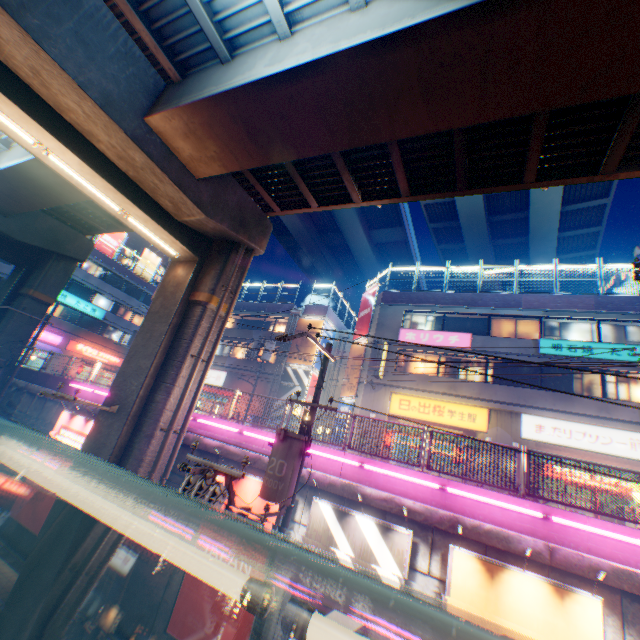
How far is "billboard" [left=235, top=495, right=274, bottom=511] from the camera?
9.4m

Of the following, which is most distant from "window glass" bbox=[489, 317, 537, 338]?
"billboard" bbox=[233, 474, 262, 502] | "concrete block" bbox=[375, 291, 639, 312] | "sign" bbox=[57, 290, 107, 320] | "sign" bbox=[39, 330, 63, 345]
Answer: "sign" bbox=[39, 330, 63, 345]

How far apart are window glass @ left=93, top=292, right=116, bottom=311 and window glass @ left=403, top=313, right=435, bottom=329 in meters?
36.5 m

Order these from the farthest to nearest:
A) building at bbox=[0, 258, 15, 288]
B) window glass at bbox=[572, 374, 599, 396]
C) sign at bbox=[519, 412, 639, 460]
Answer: building at bbox=[0, 258, 15, 288] < window glass at bbox=[572, 374, 599, 396] < sign at bbox=[519, 412, 639, 460]

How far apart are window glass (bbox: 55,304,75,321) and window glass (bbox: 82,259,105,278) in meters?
4.4 m

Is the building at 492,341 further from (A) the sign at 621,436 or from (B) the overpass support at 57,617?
(B) the overpass support at 57,617

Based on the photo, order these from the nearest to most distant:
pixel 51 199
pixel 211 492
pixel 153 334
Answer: pixel 211 492
pixel 153 334
pixel 51 199

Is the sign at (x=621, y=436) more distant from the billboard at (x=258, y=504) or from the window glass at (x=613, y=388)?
the billboard at (x=258, y=504)
